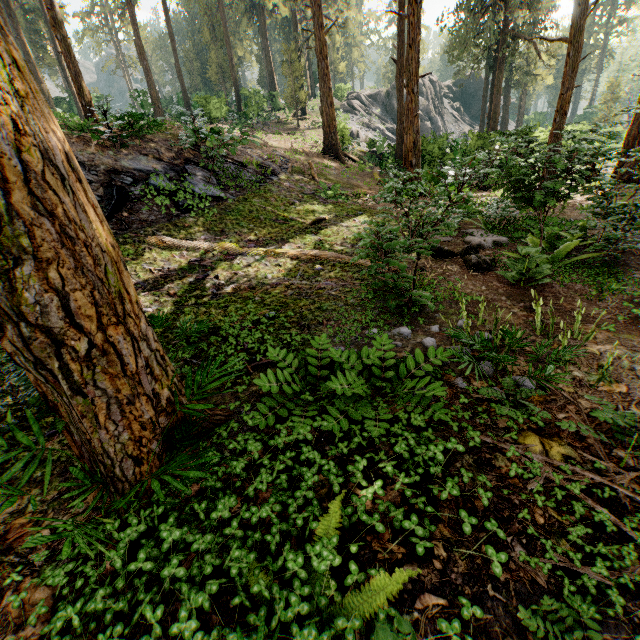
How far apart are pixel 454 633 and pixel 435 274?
5.99m

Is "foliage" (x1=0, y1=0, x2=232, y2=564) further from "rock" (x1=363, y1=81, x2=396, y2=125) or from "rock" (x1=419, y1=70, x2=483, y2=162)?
"rock" (x1=419, y1=70, x2=483, y2=162)

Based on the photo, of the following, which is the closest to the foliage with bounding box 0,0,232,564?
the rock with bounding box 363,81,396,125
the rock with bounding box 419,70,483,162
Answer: the rock with bounding box 363,81,396,125

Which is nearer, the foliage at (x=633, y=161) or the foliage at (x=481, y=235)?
the foliage at (x=633, y=161)

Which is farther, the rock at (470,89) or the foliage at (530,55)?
the rock at (470,89)

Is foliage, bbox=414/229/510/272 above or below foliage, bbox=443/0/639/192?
below

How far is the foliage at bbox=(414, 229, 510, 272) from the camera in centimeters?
677cm
